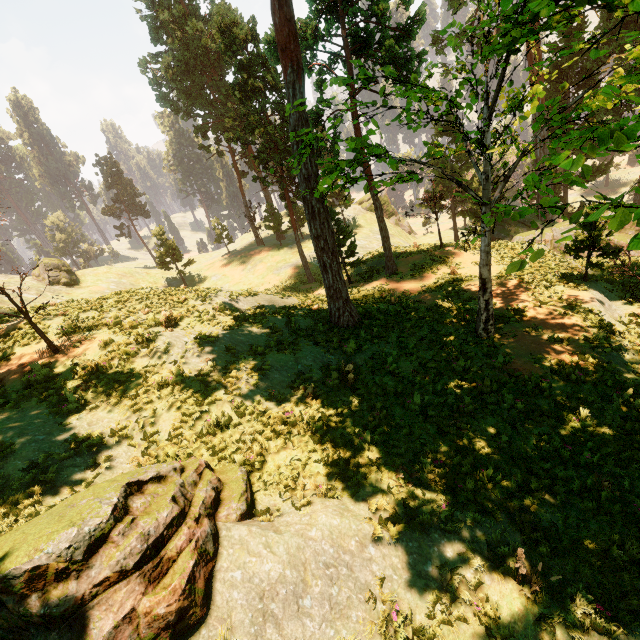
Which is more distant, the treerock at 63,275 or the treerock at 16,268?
the treerock at 63,275

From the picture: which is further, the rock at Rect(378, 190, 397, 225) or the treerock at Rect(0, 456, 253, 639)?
the rock at Rect(378, 190, 397, 225)

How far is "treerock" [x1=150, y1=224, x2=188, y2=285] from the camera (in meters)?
42.27

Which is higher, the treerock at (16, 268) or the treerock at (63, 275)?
the treerock at (16, 268)

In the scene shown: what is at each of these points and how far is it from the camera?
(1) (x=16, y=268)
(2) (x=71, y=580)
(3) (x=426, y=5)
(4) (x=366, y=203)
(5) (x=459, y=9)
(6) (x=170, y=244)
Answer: (1) treerock, 10.8 meters
(2) treerock, 3.9 meters
(3) treerock, 16.5 meters
(4) rock, 57.4 meters
(5) treerock, 32.1 meters
(6) treerock, 42.9 meters

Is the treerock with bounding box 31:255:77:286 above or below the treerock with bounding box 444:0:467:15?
below

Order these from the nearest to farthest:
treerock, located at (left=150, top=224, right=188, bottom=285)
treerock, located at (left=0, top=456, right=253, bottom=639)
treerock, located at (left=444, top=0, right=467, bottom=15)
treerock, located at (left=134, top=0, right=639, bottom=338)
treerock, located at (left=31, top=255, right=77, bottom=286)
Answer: treerock, located at (left=0, top=456, right=253, bottom=639) < treerock, located at (left=134, top=0, right=639, bottom=338) < treerock, located at (left=444, top=0, right=467, bottom=15) < treerock, located at (left=31, top=255, right=77, bottom=286) < treerock, located at (left=150, top=224, right=188, bottom=285)
